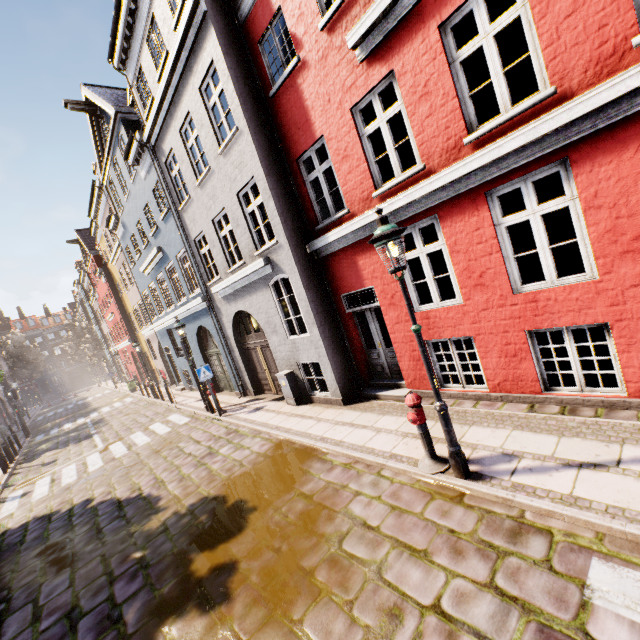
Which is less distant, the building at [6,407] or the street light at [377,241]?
the street light at [377,241]

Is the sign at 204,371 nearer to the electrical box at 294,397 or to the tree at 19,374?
the electrical box at 294,397

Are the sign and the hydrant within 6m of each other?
no

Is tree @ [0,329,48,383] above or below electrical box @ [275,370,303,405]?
above

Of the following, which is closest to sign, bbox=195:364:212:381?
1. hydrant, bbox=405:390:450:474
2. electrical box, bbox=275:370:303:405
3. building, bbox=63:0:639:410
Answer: building, bbox=63:0:639:410

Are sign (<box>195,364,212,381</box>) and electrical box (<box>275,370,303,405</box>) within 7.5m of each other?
yes

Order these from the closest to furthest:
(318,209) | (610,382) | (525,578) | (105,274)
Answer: (525,578), (610,382), (318,209), (105,274)

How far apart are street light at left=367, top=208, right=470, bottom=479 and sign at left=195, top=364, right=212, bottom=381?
8.78m
